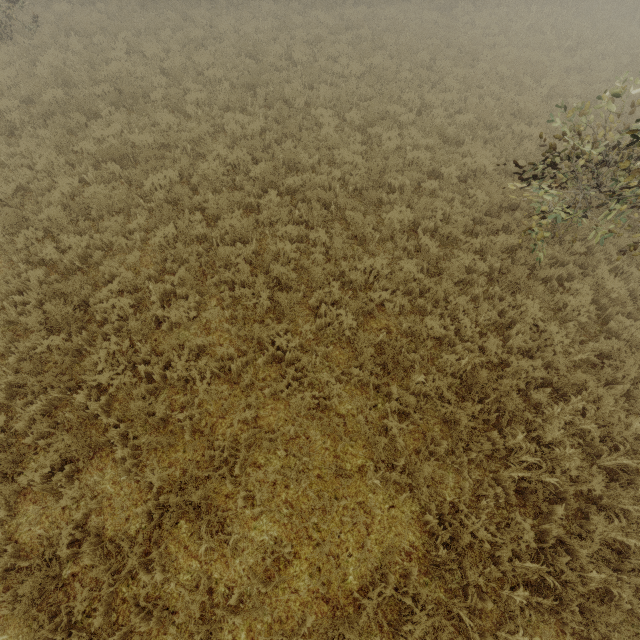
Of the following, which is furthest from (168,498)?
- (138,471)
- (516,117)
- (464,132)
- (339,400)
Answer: (516,117)
